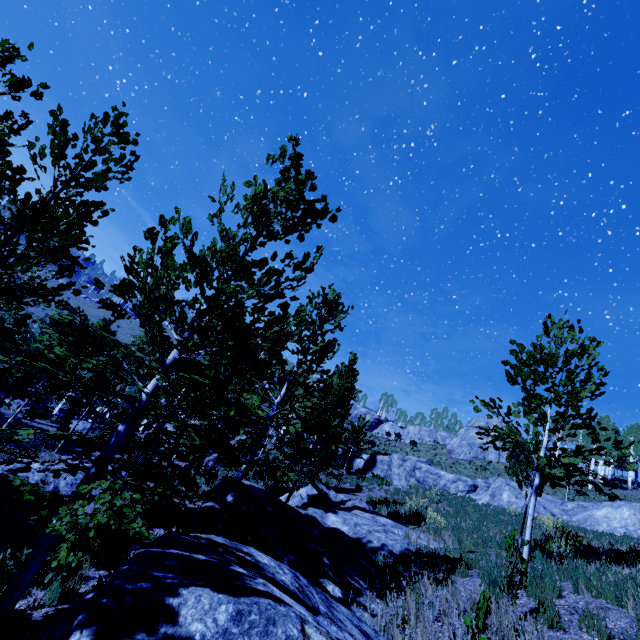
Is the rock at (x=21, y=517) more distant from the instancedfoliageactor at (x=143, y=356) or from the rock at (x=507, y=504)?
the rock at (x=507, y=504)

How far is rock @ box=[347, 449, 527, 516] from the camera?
21.5 meters

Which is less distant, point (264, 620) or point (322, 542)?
point (264, 620)

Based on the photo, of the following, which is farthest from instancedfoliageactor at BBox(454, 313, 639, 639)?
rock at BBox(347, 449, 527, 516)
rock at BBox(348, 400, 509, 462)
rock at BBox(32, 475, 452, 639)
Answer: rock at BBox(348, 400, 509, 462)

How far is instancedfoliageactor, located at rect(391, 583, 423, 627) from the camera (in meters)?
4.75

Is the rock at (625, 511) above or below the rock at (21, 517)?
above

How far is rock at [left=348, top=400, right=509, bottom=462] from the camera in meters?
36.8

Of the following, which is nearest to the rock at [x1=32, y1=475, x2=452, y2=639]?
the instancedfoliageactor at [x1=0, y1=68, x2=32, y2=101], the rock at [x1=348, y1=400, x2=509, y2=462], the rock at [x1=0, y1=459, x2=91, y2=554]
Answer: the instancedfoliageactor at [x1=0, y1=68, x2=32, y2=101]
